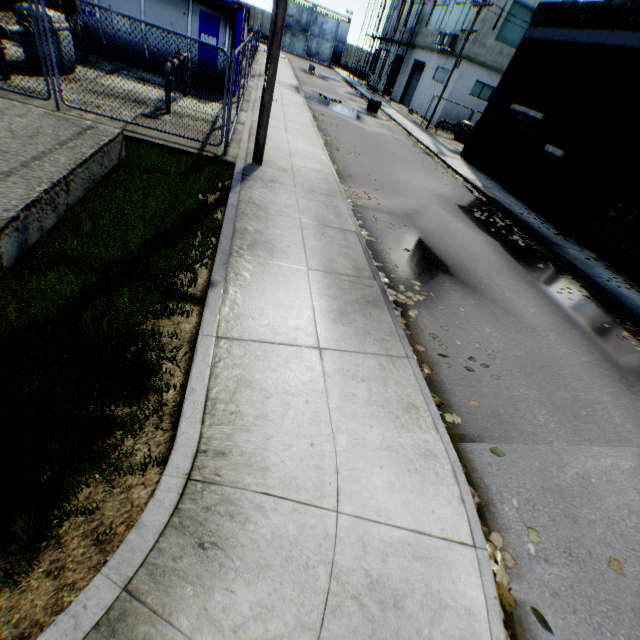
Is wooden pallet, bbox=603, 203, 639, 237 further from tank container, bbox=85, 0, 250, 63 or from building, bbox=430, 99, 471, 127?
building, bbox=430, 99, 471, 127

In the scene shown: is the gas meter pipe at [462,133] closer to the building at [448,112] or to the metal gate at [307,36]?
the building at [448,112]

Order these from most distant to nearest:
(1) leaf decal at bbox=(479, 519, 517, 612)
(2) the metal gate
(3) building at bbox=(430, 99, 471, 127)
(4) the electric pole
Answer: (2) the metal gate
(3) building at bbox=(430, 99, 471, 127)
(4) the electric pole
(1) leaf decal at bbox=(479, 519, 517, 612)

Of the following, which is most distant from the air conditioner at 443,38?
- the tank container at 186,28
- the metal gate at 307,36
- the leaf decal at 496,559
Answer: the leaf decal at 496,559

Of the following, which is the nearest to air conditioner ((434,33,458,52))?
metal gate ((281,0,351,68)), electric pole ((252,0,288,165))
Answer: electric pole ((252,0,288,165))

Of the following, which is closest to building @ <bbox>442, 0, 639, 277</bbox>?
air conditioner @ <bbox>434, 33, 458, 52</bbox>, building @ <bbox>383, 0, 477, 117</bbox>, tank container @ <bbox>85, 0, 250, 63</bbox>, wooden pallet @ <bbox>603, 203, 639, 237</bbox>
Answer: wooden pallet @ <bbox>603, 203, 639, 237</bbox>

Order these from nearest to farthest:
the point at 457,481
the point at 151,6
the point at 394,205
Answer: the point at 457,481 < the point at 394,205 < the point at 151,6

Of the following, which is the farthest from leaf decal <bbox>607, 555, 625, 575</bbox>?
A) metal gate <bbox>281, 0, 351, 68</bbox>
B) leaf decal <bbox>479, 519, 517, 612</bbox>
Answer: metal gate <bbox>281, 0, 351, 68</bbox>
